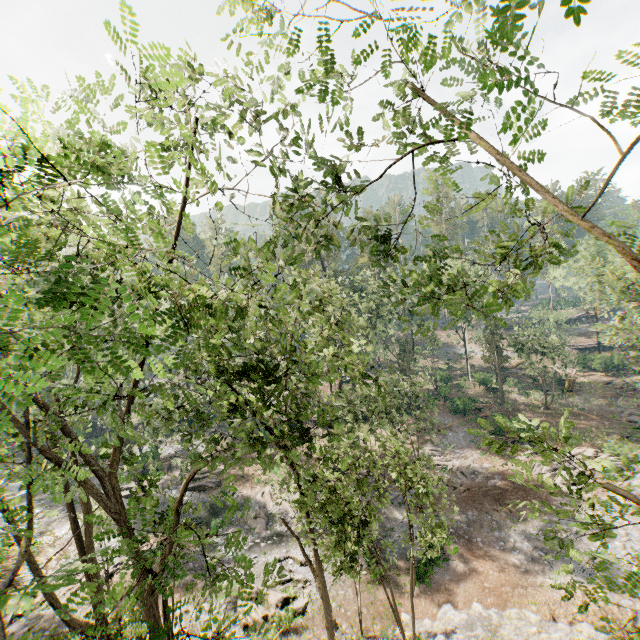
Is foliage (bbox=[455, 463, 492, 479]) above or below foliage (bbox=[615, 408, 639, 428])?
below

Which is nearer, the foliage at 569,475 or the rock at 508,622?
the foliage at 569,475

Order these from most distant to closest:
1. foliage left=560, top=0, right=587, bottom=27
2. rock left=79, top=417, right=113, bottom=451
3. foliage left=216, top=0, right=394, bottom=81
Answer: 1. rock left=79, top=417, right=113, bottom=451
2. foliage left=216, top=0, right=394, bottom=81
3. foliage left=560, top=0, right=587, bottom=27

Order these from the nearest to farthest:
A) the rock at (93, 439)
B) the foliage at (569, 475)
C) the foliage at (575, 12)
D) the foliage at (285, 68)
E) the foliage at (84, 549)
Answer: the foliage at (575, 12)
the foliage at (84, 549)
the foliage at (285, 68)
the foliage at (569, 475)
the rock at (93, 439)

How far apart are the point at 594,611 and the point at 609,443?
16.0 meters

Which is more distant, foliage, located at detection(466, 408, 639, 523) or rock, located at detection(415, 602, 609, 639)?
rock, located at detection(415, 602, 609, 639)

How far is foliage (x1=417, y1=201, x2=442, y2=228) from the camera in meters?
8.3
